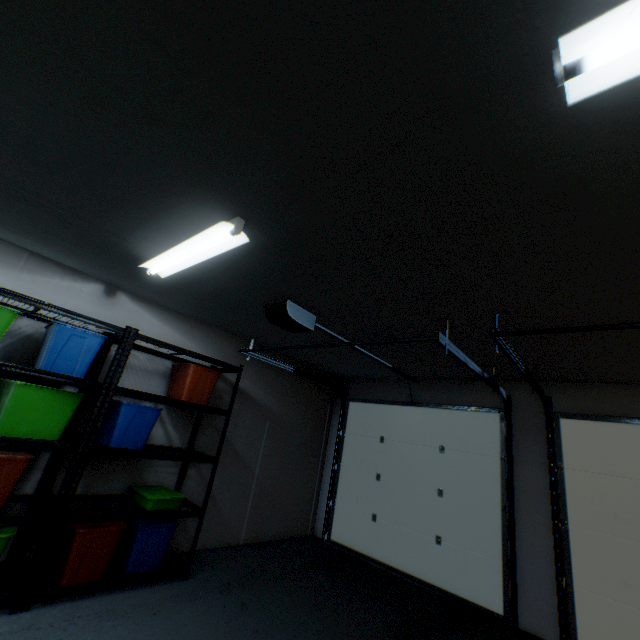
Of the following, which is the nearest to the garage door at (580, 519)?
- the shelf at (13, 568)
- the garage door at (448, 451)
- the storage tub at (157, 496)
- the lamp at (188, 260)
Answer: the garage door at (448, 451)

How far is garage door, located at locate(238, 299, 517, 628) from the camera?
3.36m

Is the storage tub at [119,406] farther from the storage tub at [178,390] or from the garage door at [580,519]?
the garage door at [580,519]

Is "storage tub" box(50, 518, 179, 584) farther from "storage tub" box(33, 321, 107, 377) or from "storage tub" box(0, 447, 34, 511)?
"storage tub" box(33, 321, 107, 377)

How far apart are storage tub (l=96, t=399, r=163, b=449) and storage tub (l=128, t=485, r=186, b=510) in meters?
0.4

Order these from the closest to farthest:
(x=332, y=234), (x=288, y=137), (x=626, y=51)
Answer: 1. (x=626, y=51)
2. (x=288, y=137)
3. (x=332, y=234)

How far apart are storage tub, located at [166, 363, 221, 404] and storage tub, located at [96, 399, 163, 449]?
0.24m

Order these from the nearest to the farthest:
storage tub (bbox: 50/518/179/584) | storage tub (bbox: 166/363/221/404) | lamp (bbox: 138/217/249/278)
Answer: lamp (bbox: 138/217/249/278), storage tub (bbox: 50/518/179/584), storage tub (bbox: 166/363/221/404)
